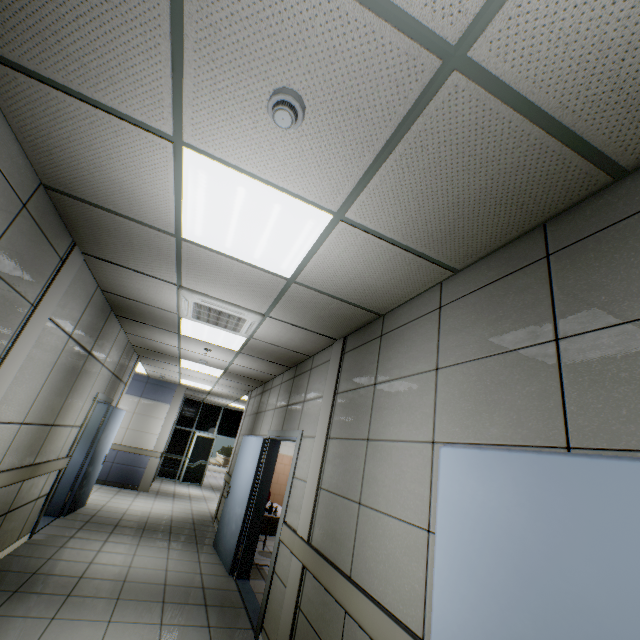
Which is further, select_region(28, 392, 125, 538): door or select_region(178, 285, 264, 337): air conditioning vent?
select_region(28, 392, 125, 538): door

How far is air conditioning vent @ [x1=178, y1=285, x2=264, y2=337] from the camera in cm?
362

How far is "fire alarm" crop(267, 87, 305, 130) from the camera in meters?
1.4

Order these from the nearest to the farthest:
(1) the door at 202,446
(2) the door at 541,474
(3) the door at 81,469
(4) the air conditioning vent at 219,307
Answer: (2) the door at 541,474, (4) the air conditioning vent at 219,307, (3) the door at 81,469, (1) the door at 202,446

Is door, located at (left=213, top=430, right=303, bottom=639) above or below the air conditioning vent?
below

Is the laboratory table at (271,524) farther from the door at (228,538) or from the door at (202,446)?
the door at (202,446)

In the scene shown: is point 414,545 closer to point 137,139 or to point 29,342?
point 137,139

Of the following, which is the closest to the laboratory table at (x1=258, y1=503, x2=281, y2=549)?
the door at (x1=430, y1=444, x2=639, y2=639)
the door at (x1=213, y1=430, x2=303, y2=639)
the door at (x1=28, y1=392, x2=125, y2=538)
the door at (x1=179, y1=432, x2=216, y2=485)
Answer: the door at (x1=213, y1=430, x2=303, y2=639)
